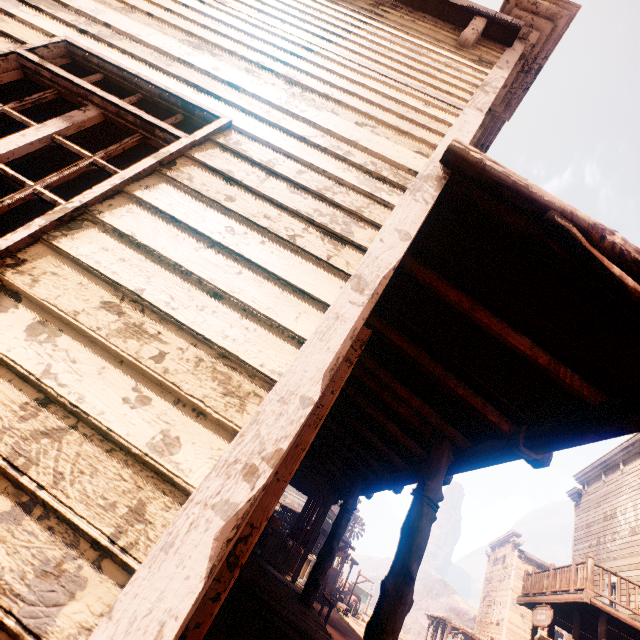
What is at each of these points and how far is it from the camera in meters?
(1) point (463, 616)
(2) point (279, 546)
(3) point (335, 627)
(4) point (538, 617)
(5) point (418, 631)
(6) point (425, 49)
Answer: (1) z, 59.7 m
(2) wooden box, 11.1 m
(3) z, 15.3 m
(4) sign, 11.4 m
(5) z, 58.2 m
(6) building, 3.4 m

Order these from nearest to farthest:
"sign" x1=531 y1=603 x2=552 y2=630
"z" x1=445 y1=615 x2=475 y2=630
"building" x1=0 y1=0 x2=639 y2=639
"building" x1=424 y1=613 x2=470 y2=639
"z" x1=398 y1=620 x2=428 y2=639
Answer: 1. "building" x1=0 y1=0 x2=639 y2=639
2. "sign" x1=531 y1=603 x2=552 y2=630
3. "building" x1=424 y1=613 x2=470 y2=639
4. "z" x1=398 y1=620 x2=428 y2=639
5. "z" x1=445 y1=615 x2=475 y2=630

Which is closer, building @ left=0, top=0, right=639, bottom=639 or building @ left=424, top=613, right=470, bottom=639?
building @ left=0, top=0, right=639, bottom=639

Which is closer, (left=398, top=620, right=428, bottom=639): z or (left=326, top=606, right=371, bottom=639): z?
(left=326, top=606, right=371, bottom=639): z

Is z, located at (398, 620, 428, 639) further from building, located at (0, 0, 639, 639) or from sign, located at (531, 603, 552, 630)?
sign, located at (531, 603, 552, 630)

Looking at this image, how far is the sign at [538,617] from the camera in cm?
1065

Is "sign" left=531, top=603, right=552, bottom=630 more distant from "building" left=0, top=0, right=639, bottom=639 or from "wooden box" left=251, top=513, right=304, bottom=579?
"wooden box" left=251, top=513, right=304, bottom=579

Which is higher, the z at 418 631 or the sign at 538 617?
the sign at 538 617
